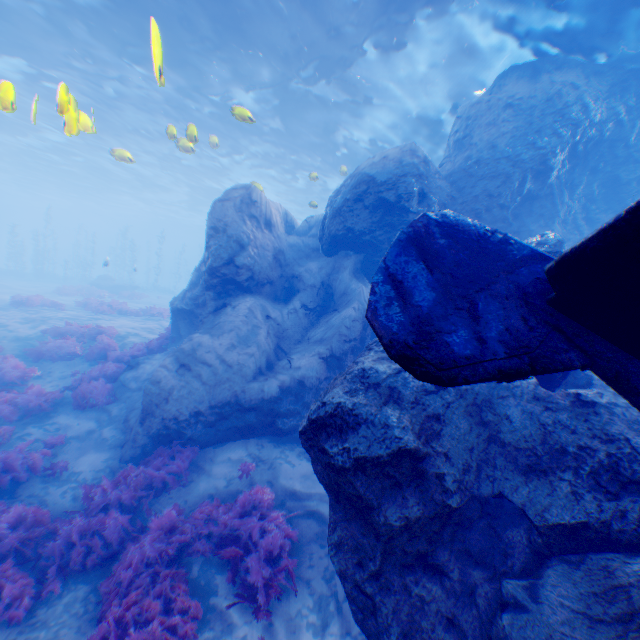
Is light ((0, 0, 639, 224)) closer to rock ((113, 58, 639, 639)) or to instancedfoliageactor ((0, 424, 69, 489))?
rock ((113, 58, 639, 639))

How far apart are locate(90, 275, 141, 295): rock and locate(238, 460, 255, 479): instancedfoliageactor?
29.61m

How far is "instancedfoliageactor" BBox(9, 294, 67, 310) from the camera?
17.4m

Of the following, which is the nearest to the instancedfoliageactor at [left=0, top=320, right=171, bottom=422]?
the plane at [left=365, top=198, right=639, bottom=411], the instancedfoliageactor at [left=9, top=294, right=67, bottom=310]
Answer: the plane at [left=365, top=198, right=639, bottom=411]

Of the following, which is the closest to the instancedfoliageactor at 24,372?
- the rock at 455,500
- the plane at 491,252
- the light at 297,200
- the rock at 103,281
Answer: the rock at 455,500

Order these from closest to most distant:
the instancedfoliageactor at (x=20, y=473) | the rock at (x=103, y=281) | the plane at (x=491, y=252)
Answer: the plane at (x=491, y=252) < the instancedfoliageactor at (x=20, y=473) < the rock at (x=103, y=281)

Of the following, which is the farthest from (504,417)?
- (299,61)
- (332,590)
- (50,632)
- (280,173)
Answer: (280,173)

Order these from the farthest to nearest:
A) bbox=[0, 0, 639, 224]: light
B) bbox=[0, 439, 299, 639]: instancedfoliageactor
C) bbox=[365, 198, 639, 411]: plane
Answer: bbox=[0, 0, 639, 224]: light < bbox=[0, 439, 299, 639]: instancedfoliageactor < bbox=[365, 198, 639, 411]: plane
